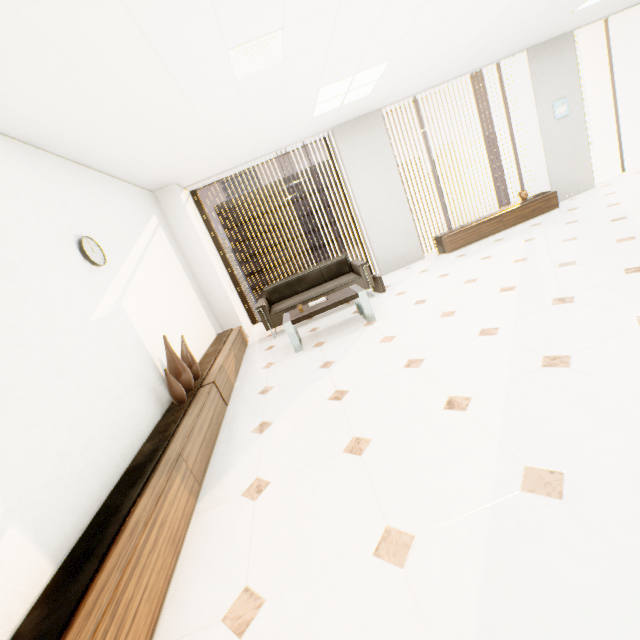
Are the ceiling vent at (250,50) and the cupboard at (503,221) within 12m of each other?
yes

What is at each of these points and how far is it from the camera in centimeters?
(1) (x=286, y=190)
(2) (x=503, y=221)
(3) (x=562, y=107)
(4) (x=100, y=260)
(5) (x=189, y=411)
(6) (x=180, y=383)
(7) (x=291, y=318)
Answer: (1) building, 5916cm
(2) cupboard, 632cm
(3) picture, 641cm
(4) clock, 309cm
(5) cupboard, 297cm
(6) vase, 332cm
(7) table, 439cm

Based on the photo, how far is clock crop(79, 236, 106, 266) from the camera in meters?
2.9 m

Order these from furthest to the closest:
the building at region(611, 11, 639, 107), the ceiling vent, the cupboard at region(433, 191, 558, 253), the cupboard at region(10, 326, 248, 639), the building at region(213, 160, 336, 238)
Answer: the building at region(213, 160, 336, 238) → the building at region(611, 11, 639, 107) → the cupboard at region(433, 191, 558, 253) → the ceiling vent → the cupboard at region(10, 326, 248, 639)

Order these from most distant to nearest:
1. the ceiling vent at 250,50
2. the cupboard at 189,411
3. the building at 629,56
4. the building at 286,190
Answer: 1. the building at 286,190
2. the building at 629,56
3. the ceiling vent at 250,50
4. the cupboard at 189,411

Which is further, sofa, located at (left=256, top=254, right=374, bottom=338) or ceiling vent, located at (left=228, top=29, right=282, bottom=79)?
sofa, located at (left=256, top=254, right=374, bottom=338)

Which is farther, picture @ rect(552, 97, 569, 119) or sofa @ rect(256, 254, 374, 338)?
picture @ rect(552, 97, 569, 119)

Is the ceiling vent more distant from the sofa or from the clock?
the sofa
